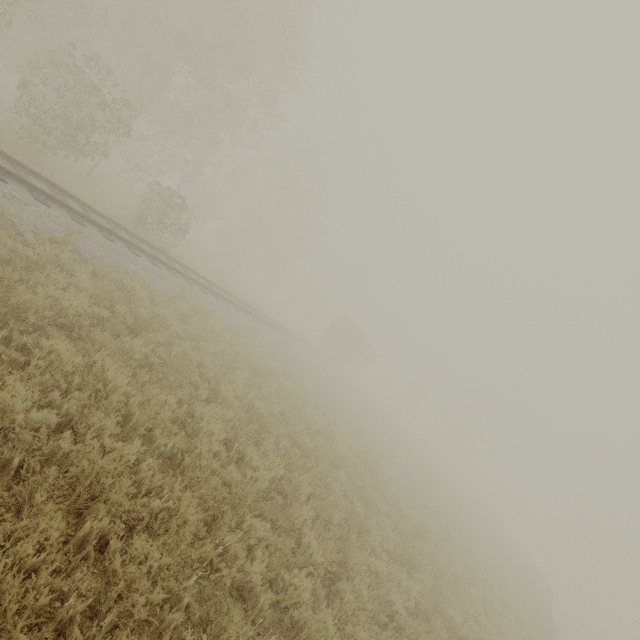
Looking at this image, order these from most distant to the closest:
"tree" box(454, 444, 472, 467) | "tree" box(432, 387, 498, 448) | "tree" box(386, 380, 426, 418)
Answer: "tree" box(432, 387, 498, 448), "tree" box(454, 444, 472, 467), "tree" box(386, 380, 426, 418)

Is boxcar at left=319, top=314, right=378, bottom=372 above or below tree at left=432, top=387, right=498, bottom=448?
below

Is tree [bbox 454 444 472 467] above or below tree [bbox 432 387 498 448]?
below

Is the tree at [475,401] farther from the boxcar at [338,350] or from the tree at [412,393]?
the boxcar at [338,350]

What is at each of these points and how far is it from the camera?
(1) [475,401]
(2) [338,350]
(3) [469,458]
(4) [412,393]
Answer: (1) tree, 59.8 meters
(2) boxcar, 35.8 meters
(3) tree, 57.6 meters
(4) tree, 52.2 meters

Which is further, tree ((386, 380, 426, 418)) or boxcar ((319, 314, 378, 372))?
tree ((386, 380, 426, 418))

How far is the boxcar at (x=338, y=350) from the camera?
35.69m

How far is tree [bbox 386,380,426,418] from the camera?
51.4m
